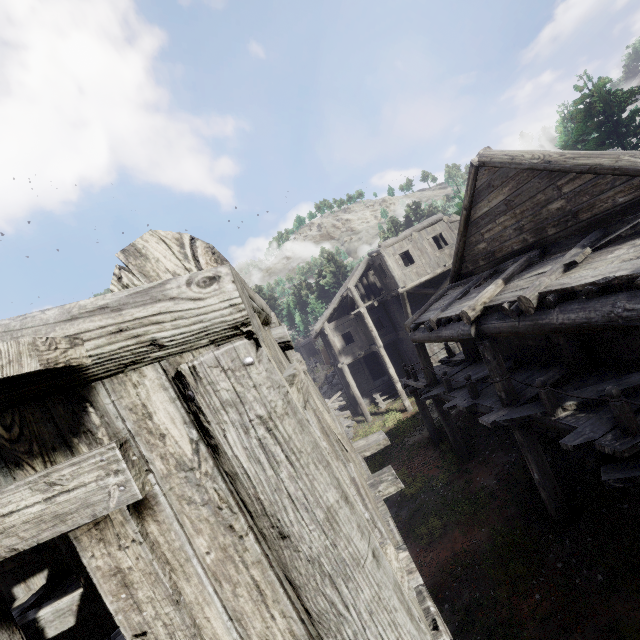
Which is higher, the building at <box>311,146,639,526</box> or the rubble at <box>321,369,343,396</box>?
the building at <box>311,146,639,526</box>

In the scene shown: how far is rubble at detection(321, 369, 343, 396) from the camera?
33.1 meters

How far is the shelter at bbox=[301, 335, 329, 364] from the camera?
42.1 meters

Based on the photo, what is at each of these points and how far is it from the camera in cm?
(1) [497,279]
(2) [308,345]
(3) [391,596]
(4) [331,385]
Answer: (1) building, 836
(2) shelter, 5706
(3) building, 130
(4) rubble, 3403

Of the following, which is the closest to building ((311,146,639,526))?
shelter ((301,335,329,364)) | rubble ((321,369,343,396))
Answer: rubble ((321,369,343,396))

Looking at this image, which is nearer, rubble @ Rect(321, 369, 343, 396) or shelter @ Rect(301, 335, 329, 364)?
rubble @ Rect(321, 369, 343, 396)

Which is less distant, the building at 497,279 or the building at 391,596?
the building at 391,596

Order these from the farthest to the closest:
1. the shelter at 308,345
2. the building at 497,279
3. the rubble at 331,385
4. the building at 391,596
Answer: the shelter at 308,345 < the rubble at 331,385 < the building at 497,279 < the building at 391,596
